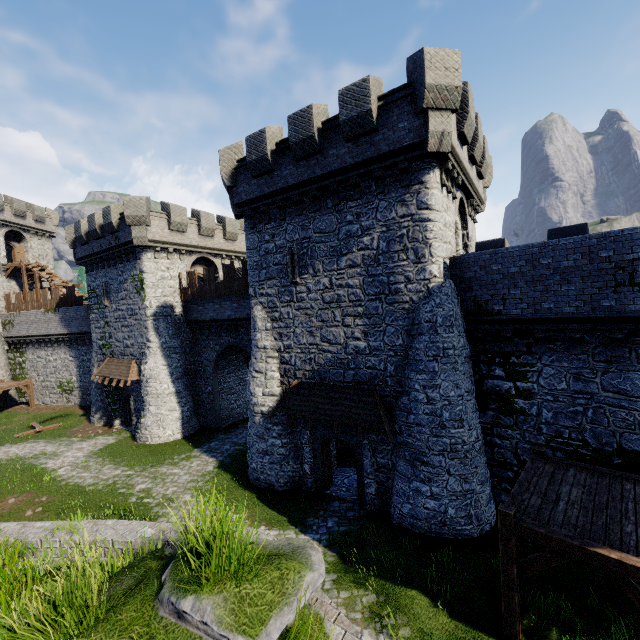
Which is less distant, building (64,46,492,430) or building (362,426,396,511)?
building (64,46,492,430)

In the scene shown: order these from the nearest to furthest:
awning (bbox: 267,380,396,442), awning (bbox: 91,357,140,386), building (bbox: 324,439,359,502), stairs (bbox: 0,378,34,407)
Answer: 1. awning (bbox: 267,380,396,442)
2. building (bbox: 324,439,359,502)
3. awning (bbox: 91,357,140,386)
4. stairs (bbox: 0,378,34,407)

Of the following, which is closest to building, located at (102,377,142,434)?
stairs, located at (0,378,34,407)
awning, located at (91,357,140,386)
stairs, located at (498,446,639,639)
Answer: awning, located at (91,357,140,386)

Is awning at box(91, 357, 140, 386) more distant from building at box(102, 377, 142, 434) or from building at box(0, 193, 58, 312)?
building at box(0, 193, 58, 312)

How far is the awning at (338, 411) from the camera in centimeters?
1265cm

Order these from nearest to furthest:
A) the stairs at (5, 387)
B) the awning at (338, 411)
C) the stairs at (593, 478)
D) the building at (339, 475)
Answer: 1. the stairs at (593, 478)
2. the awning at (338, 411)
3. the building at (339, 475)
4. the stairs at (5, 387)

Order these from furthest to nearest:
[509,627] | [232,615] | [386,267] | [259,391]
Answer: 1. [259,391]
2. [386,267]
3. [509,627]
4. [232,615]
